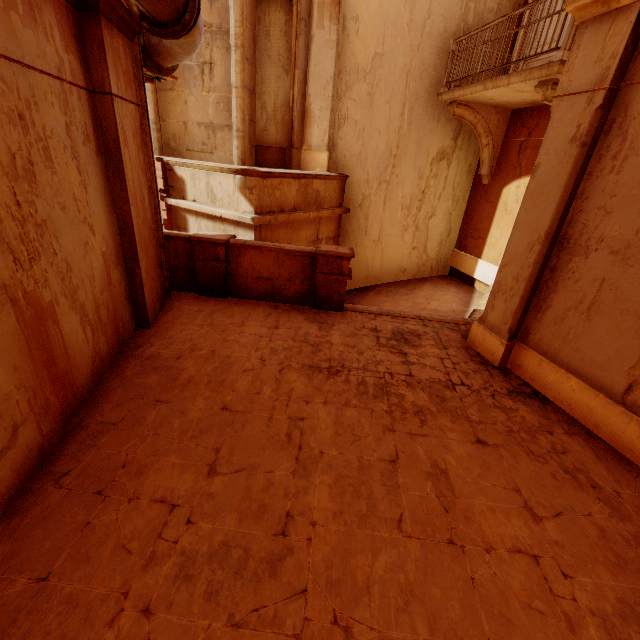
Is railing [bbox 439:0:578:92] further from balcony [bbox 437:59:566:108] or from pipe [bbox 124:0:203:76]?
pipe [bbox 124:0:203:76]

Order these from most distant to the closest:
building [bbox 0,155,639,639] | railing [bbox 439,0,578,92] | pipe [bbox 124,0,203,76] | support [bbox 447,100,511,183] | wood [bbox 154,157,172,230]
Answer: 1. support [bbox 447,100,511,183]
2. wood [bbox 154,157,172,230]
3. railing [bbox 439,0,578,92]
4. pipe [bbox 124,0,203,76]
5. building [bbox 0,155,639,639]

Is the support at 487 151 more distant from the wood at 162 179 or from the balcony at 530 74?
the wood at 162 179

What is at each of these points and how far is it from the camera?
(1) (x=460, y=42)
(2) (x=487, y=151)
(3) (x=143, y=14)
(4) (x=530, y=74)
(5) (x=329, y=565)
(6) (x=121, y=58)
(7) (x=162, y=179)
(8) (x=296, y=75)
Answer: (1) railing, 7.9m
(2) support, 8.9m
(3) pipe, 3.2m
(4) balcony, 5.9m
(5) building, 2.3m
(6) column, 4.0m
(7) wood, 7.8m
(8) column, 8.3m

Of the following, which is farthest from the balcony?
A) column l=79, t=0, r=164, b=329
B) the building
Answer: column l=79, t=0, r=164, b=329

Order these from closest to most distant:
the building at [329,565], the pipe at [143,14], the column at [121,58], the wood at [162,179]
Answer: the building at [329,565] < the pipe at [143,14] < the column at [121,58] < the wood at [162,179]

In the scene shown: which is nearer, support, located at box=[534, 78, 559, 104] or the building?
the building

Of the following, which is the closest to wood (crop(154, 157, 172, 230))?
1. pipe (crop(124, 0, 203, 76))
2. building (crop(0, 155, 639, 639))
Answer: building (crop(0, 155, 639, 639))
